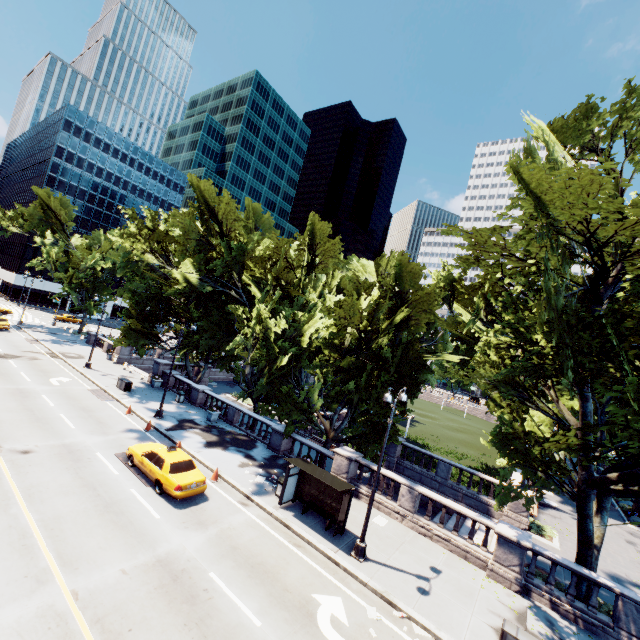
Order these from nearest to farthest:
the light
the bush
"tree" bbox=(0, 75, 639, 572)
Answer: "tree" bbox=(0, 75, 639, 572) < the light < the bush

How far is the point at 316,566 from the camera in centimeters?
1295cm

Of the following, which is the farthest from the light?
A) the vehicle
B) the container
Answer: the vehicle

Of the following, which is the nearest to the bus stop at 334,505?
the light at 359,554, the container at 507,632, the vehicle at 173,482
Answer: the light at 359,554

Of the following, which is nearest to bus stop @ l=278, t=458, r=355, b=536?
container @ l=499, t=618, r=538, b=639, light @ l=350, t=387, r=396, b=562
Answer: light @ l=350, t=387, r=396, b=562

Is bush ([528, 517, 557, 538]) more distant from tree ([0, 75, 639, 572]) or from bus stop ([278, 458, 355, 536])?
bus stop ([278, 458, 355, 536])

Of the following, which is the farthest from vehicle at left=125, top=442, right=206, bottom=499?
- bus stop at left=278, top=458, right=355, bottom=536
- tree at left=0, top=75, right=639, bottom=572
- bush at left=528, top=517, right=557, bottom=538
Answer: bush at left=528, top=517, right=557, bottom=538

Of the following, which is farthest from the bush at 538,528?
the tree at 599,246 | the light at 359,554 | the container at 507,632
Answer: the light at 359,554
